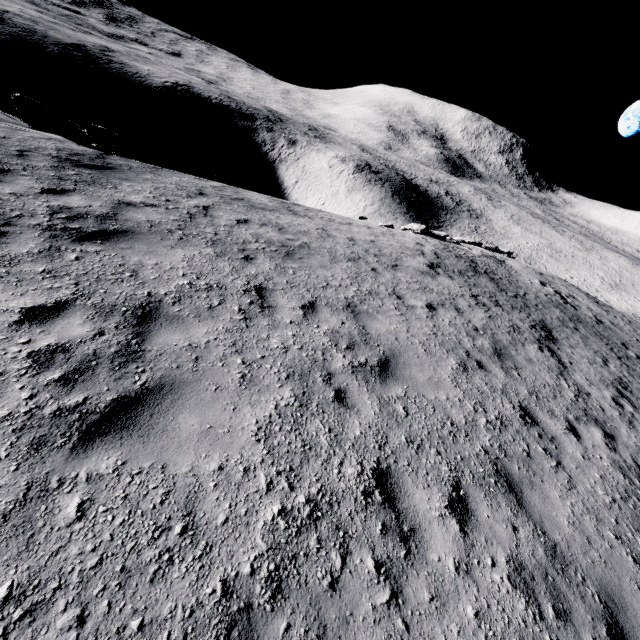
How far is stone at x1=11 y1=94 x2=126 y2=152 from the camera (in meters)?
11.55

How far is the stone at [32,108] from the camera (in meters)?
11.55

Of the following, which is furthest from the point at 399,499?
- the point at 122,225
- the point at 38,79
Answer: the point at 38,79
